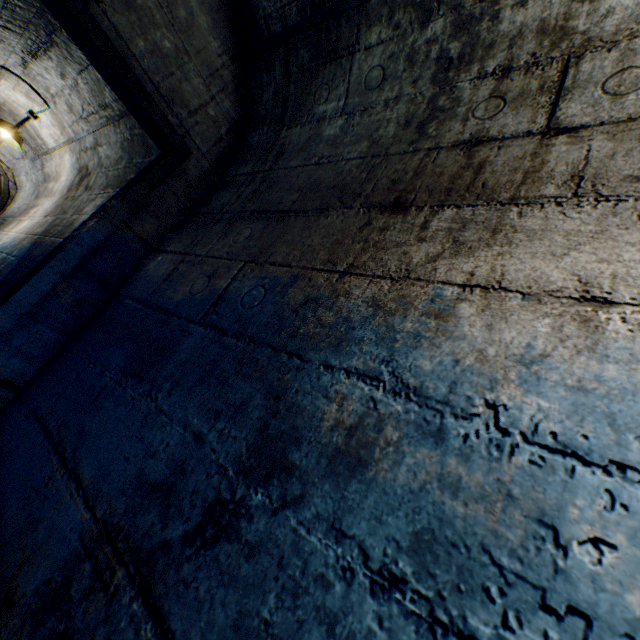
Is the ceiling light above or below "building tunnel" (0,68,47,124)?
below

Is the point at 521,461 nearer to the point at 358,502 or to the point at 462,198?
the point at 358,502

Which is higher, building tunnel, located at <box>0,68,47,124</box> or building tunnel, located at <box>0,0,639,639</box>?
building tunnel, located at <box>0,68,47,124</box>

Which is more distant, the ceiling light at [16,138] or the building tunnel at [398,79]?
the ceiling light at [16,138]

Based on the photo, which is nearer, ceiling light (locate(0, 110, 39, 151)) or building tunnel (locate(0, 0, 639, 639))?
building tunnel (locate(0, 0, 639, 639))

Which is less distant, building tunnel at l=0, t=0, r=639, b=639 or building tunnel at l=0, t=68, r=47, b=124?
building tunnel at l=0, t=0, r=639, b=639

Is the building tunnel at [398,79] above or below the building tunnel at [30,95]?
below
